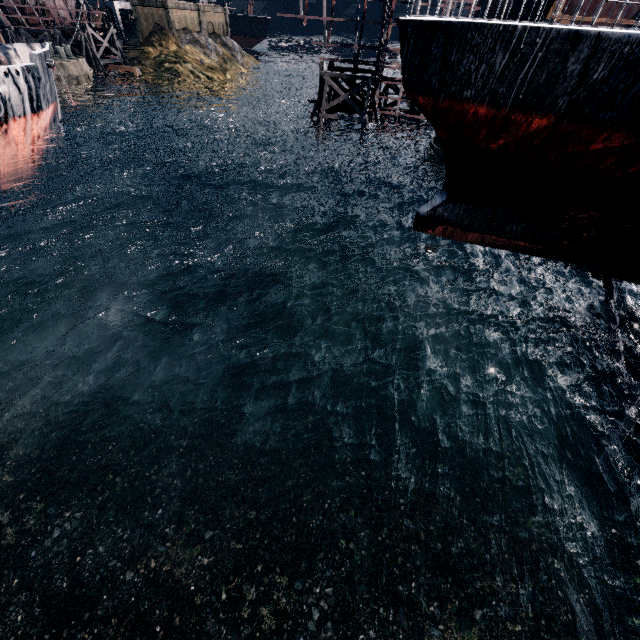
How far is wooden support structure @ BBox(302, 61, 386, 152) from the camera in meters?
32.6 m

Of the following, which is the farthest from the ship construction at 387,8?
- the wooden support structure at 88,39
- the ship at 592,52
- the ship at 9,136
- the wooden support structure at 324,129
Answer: the wooden support structure at 88,39

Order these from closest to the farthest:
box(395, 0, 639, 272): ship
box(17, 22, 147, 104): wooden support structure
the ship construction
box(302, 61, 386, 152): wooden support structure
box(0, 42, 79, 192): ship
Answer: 1. box(395, 0, 639, 272): ship
2. box(0, 42, 79, 192): ship
3. the ship construction
4. box(302, 61, 386, 152): wooden support structure
5. box(17, 22, 147, 104): wooden support structure

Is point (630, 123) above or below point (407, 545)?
above

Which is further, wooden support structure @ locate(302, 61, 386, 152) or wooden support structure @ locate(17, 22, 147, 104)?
wooden support structure @ locate(17, 22, 147, 104)

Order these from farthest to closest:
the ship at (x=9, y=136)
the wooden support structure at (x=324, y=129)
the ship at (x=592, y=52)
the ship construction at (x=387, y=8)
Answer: the wooden support structure at (x=324, y=129) → the ship construction at (x=387, y=8) → the ship at (x=9, y=136) → the ship at (x=592, y=52)

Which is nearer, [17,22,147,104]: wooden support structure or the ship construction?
the ship construction

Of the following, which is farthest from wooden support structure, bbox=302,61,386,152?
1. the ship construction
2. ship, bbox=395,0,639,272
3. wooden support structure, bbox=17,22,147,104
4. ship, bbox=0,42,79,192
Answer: wooden support structure, bbox=17,22,147,104
